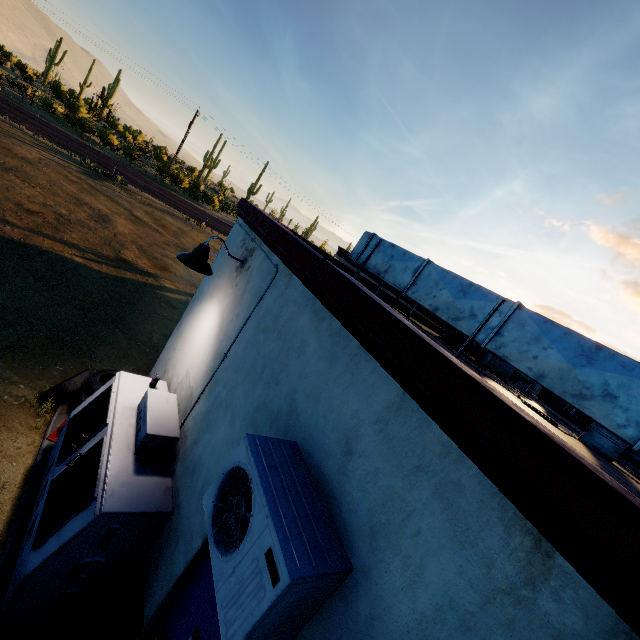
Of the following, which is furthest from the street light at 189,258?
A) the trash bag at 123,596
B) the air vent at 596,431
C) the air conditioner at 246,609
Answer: the air vent at 596,431

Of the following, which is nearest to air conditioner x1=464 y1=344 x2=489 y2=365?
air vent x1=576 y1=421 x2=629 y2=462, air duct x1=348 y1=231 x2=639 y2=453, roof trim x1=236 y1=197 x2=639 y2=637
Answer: air duct x1=348 y1=231 x2=639 y2=453

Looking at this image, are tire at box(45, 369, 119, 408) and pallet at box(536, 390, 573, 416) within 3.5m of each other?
no

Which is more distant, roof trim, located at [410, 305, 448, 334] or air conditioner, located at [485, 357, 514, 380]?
roof trim, located at [410, 305, 448, 334]

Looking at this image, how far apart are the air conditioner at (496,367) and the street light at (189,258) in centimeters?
472cm

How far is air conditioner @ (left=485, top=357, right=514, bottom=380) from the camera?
6.4m

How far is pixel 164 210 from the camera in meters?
22.4

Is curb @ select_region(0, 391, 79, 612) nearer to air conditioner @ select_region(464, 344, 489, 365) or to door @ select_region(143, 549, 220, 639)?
door @ select_region(143, 549, 220, 639)
